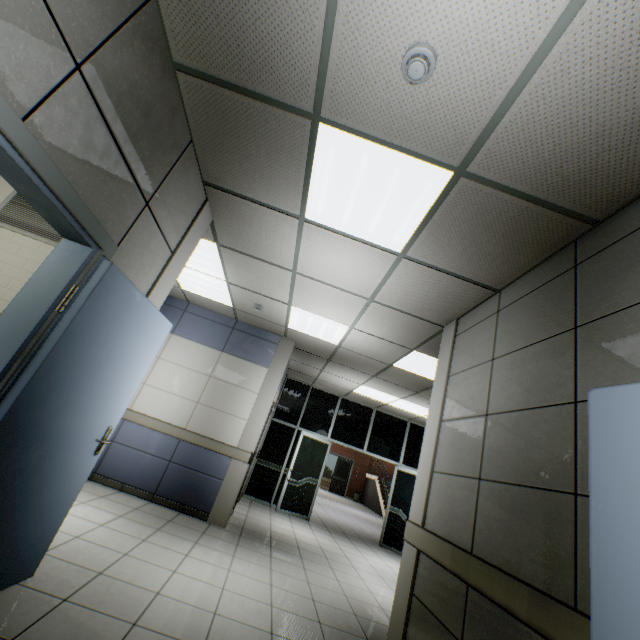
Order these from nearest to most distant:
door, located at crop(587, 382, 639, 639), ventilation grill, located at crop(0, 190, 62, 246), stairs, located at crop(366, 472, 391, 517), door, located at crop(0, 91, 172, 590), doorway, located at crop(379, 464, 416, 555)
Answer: door, located at crop(587, 382, 639, 639) → door, located at crop(0, 91, 172, 590) → ventilation grill, located at crop(0, 190, 62, 246) → doorway, located at crop(379, 464, 416, 555) → stairs, located at crop(366, 472, 391, 517)

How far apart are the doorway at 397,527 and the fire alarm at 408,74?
8.9 meters

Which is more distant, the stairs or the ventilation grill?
the stairs

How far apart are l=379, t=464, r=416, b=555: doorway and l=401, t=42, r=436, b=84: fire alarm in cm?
889

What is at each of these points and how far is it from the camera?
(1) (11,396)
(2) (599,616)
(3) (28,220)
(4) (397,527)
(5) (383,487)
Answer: (1) door, 1.7m
(2) door, 1.2m
(3) ventilation grill, 2.9m
(4) doorway, 8.2m
(5) stairs, 17.6m

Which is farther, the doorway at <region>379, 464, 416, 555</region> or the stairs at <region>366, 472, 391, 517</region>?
the stairs at <region>366, 472, 391, 517</region>

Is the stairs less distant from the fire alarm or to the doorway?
the doorway

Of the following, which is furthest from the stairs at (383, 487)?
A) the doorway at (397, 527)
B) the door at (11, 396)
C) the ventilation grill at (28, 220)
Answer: the ventilation grill at (28, 220)
